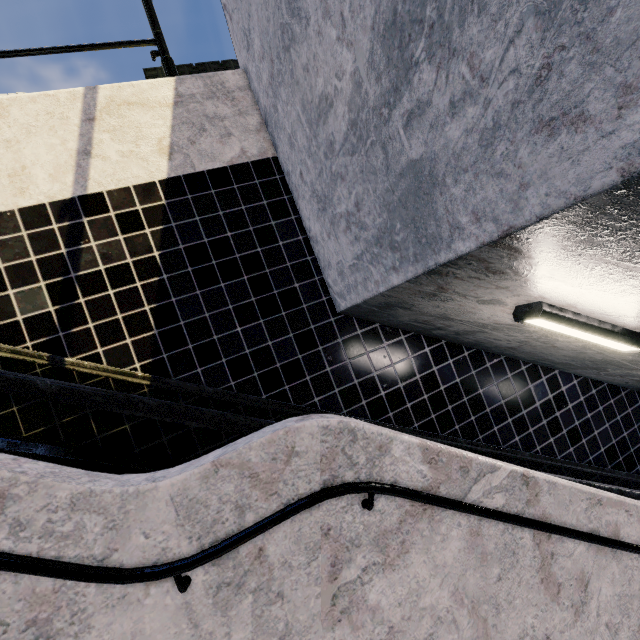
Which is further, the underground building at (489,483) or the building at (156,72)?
the building at (156,72)

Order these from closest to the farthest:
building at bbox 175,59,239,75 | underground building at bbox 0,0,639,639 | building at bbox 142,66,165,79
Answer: underground building at bbox 0,0,639,639 → building at bbox 142,66,165,79 → building at bbox 175,59,239,75

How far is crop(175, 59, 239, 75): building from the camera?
34.1 meters

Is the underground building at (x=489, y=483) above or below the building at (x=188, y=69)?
below

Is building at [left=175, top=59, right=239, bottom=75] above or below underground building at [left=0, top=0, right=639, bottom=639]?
above

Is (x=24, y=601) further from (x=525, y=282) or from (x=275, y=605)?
(x=525, y=282)

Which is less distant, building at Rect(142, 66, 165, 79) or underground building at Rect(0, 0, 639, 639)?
underground building at Rect(0, 0, 639, 639)
